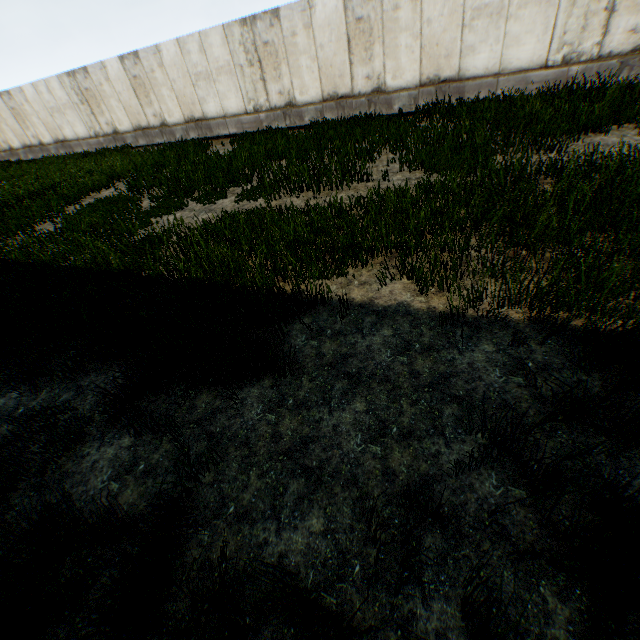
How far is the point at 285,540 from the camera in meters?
2.2
